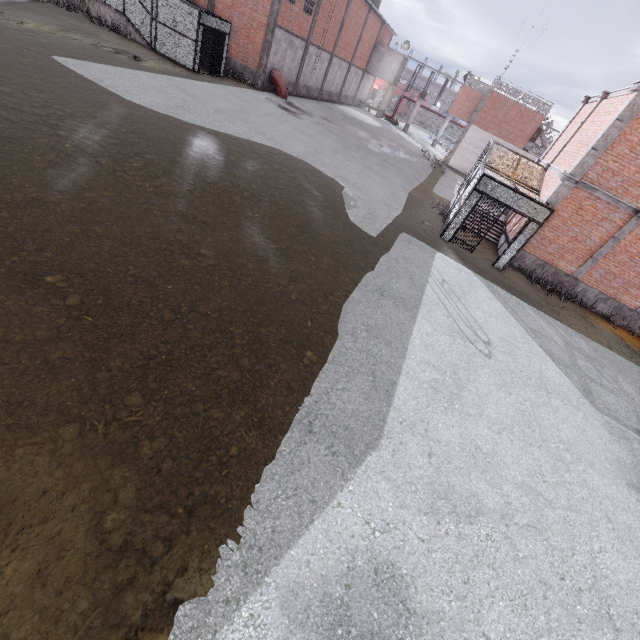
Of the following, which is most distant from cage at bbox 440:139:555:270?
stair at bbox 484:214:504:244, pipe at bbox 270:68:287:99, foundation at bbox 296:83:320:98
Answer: pipe at bbox 270:68:287:99

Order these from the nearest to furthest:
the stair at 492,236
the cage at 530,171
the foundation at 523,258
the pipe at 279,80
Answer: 1. the cage at 530,171
2. the foundation at 523,258
3. the stair at 492,236
4. the pipe at 279,80

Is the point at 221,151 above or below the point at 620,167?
below

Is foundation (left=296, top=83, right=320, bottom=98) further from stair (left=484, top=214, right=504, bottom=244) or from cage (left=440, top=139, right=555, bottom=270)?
stair (left=484, top=214, right=504, bottom=244)

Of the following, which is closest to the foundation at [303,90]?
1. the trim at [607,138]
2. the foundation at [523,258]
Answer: the trim at [607,138]

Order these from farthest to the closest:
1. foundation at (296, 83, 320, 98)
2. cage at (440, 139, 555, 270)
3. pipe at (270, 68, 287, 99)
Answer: foundation at (296, 83, 320, 98)
pipe at (270, 68, 287, 99)
cage at (440, 139, 555, 270)

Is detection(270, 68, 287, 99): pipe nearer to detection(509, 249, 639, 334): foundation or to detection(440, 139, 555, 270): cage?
detection(440, 139, 555, 270): cage

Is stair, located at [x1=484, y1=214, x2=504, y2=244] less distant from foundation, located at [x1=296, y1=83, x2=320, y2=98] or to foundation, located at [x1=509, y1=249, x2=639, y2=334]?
foundation, located at [x1=509, y1=249, x2=639, y2=334]
